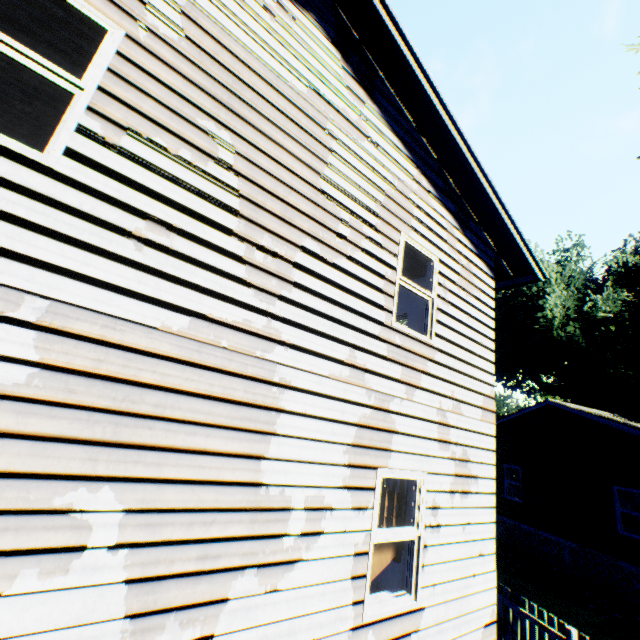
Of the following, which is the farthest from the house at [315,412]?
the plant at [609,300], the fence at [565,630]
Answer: the fence at [565,630]

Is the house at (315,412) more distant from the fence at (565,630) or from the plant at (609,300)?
the fence at (565,630)

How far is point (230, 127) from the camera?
3.5m

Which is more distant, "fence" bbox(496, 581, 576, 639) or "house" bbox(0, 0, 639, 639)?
"fence" bbox(496, 581, 576, 639)

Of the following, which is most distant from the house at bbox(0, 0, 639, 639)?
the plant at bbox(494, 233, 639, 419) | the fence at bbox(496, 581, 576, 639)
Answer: the fence at bbox(496, 581, 576, 639)

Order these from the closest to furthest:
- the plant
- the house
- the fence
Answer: the house → the fence → the plant

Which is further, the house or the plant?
the plant
